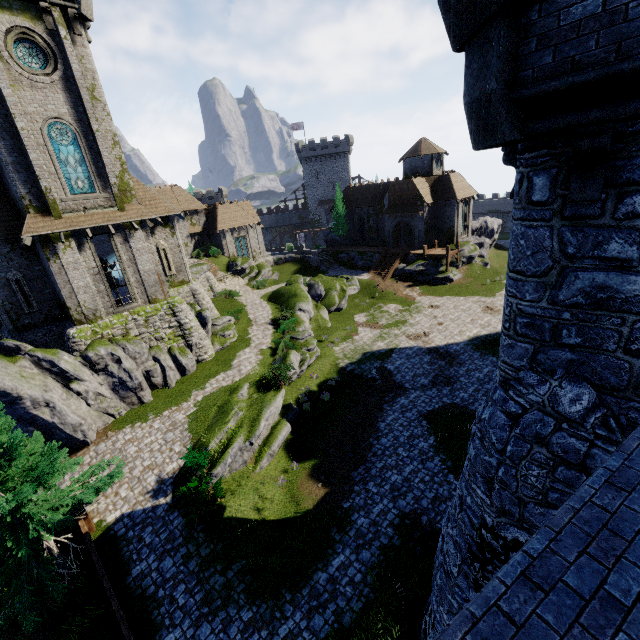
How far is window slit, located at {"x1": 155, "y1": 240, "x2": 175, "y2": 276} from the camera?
25.20m

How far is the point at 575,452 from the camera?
5.00m

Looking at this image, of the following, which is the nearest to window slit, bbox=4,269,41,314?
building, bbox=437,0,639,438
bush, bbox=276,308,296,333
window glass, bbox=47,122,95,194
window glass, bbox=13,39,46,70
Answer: window glass, bbox=47,122,95,194

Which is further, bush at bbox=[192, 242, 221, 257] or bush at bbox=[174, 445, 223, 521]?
bush at bbox=[192, 242, 221, 257]

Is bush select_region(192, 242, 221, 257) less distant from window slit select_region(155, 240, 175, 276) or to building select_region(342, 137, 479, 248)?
window slit select_region(155, 240, 175, 276)

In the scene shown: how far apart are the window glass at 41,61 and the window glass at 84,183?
2.4 meters

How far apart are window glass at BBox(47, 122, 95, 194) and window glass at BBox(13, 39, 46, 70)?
2.36m

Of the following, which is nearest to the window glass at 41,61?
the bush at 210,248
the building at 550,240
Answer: the building at 550,240
